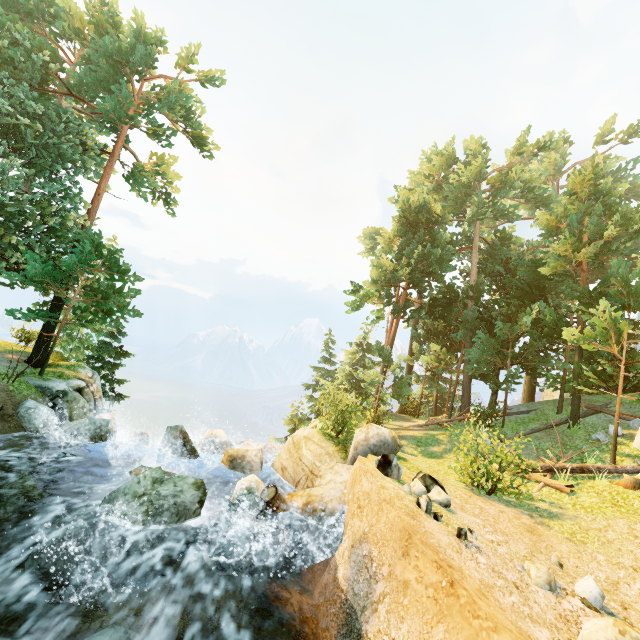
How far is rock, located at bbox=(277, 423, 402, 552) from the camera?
9.9 meters

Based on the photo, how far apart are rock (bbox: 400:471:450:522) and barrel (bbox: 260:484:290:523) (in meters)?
4.12

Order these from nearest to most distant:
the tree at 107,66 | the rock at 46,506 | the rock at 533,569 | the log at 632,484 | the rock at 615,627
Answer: the rock at 615,627
the rock at 533,569
the rock at 46,506
the log at 632,484
the tree at 107,66

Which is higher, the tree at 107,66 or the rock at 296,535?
the tree at 107,66

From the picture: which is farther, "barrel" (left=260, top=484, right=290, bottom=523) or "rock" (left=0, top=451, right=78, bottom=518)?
"barrel" (left=260, top=484, right=290, bottom=523)

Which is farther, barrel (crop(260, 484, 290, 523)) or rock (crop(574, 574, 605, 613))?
barrel (crop(260, 484, 290, 523))

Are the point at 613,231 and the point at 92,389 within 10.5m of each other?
no

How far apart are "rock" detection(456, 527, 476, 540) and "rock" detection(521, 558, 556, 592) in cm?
108
